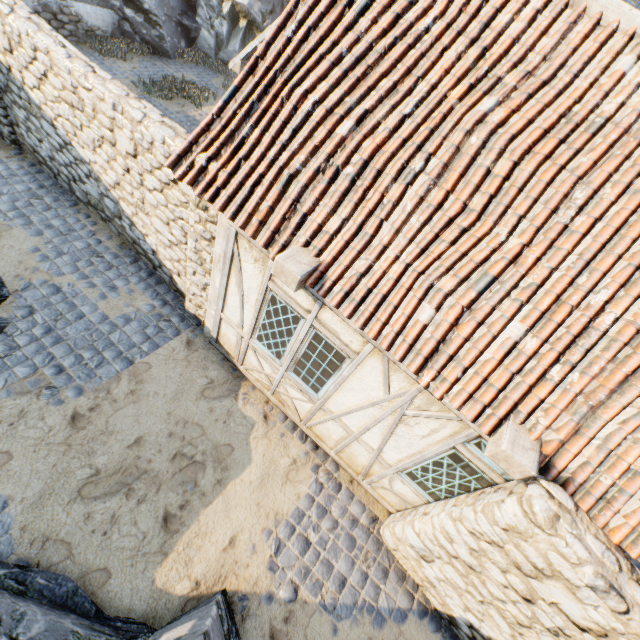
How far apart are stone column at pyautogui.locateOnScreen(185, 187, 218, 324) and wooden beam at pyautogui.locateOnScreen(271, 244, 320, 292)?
1.3 meters

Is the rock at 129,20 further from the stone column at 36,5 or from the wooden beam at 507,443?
the wooden beam at 507,443

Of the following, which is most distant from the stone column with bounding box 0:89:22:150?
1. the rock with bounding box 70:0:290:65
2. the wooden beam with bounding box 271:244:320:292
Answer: the wooden beam with bounding box 271:244:320:292

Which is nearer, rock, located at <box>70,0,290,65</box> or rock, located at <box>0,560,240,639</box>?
rock, located at <box>0,560,240,639</box>

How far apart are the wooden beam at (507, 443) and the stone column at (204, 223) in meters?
4.2 m

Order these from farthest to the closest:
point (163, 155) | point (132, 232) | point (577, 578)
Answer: point (132, 232) < point (163, 155) < point (577, 578)

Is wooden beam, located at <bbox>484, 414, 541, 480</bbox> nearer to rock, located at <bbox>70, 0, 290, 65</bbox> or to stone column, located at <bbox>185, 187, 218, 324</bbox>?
rock, located at <bbox>70, 0, 290, 65</bbox>

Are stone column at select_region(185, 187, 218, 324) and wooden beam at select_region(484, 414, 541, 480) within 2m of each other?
no
